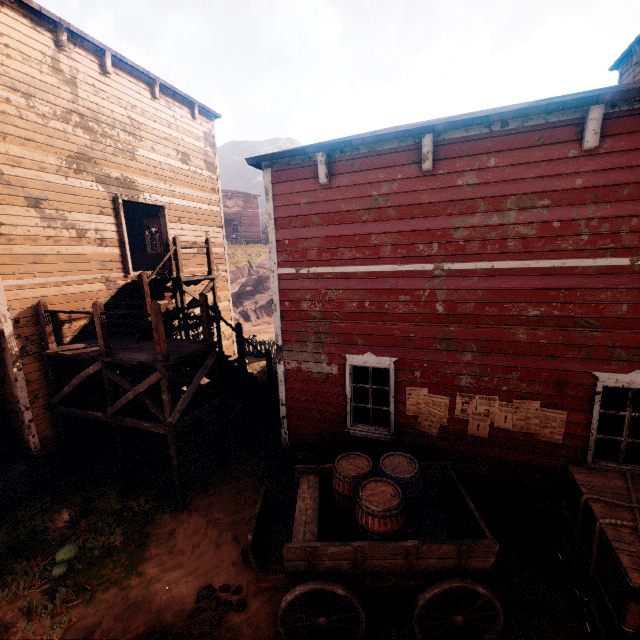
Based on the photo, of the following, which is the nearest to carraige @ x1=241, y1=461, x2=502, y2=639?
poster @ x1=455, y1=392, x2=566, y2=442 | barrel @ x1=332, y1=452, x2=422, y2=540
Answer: barrel @ x1=332, y1=452, x2=422, y2=540

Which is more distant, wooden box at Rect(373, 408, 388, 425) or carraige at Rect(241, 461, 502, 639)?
wooden box at Rect(373, 408, 388, 425)

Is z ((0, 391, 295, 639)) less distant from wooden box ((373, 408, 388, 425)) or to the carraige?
the carraige

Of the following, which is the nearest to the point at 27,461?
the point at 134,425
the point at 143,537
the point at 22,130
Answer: the point at 134,425

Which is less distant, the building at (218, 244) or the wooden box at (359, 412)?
the building at (218, 244)

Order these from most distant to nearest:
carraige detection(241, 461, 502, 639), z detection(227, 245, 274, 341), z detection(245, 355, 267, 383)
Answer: z detection(227, 245, 274, 341) < z detection(245, 355, 267, 383) < carraige detection(241, 461, 502, 639)

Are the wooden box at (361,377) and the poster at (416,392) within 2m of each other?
yes

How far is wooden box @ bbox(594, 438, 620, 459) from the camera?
5.4 meters
